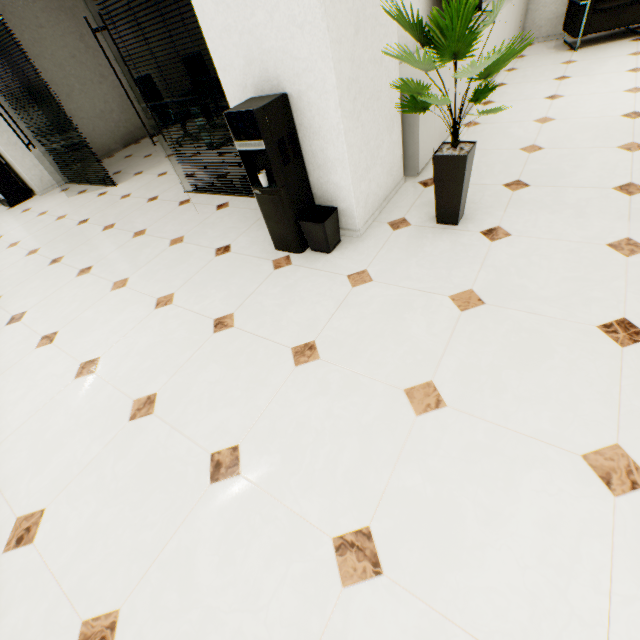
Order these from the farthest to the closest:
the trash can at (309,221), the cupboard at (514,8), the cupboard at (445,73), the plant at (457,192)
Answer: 1. the cupboard at (514,8)
2. the cupboard at (445,73)
3. the trash can at (309,221)
4. the plant at (457,192)

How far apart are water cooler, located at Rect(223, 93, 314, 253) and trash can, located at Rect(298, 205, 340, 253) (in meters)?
0.03

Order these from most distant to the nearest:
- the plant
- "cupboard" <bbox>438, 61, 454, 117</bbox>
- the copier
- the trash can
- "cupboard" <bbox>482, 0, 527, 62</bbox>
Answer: the copier, "cupboard" <bbox>482, 0, 527, 62</bbox>, "cupboard" <bbox>438, 61, 454, 117</bbox>, the trash can, the plant

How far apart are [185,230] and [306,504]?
3.26m

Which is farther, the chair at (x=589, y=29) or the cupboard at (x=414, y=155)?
the chair at (x=589, y=29)

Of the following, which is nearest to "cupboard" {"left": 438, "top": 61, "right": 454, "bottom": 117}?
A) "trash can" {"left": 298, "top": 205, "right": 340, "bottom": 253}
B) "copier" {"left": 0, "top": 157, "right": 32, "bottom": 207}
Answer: "trash can" {"left": 298, "top": 205, "right": 340, "bottom": 253}

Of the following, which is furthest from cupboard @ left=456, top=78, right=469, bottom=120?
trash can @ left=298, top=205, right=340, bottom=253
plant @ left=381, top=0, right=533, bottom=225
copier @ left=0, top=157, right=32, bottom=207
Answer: copier @ left=0, top=157, right=32, bottom=207

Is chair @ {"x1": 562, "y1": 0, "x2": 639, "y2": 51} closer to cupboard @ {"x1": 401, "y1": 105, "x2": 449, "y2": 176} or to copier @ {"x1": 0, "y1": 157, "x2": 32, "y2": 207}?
cupboard @ {"x1": 401, "y1": 105, "x2": 449, "y2": 176}
